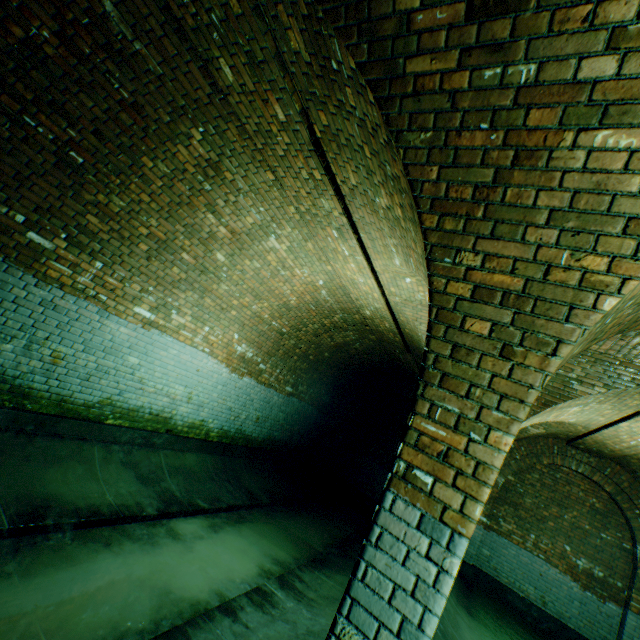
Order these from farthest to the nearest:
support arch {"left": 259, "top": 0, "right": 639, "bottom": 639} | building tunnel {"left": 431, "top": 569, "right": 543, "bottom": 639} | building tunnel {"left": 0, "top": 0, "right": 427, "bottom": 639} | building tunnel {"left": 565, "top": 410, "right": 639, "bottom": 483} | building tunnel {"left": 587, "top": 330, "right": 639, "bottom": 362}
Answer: building tunnel {"left": 565, "top": 410, "right": 639, "bottom": 483}, building tunnel {"left": 431, "top": 569, "right": 543, "bottom": 639}, building tunnel {"left": 587, "top": 330, "right": 639, "bottom": 362}, building tunnel {"left": 0, "top": 0, "right": 427, "bottom": 639}, support arch {"left": 259, "top": 0, "right": 639, "bottom": 639}

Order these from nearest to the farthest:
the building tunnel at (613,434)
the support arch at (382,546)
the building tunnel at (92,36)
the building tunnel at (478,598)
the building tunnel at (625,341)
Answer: the support arch at (382,546) < the building tunnel at (92,36) < the building tunnel at (625,341) < the building tunnel at (478,598) < the building tunnel at (613,434)

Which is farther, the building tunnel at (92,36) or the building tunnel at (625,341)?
the building tunnel at (625,341)

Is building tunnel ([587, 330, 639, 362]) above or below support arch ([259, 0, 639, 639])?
above

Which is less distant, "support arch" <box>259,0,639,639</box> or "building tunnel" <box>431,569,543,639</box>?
"support arch" <box>259,0,639,639</box>

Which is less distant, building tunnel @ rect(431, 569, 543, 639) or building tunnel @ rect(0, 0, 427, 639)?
building tunnel @ rect(0, 0, 427, 639)

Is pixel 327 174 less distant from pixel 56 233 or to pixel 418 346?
pixel 56 233
